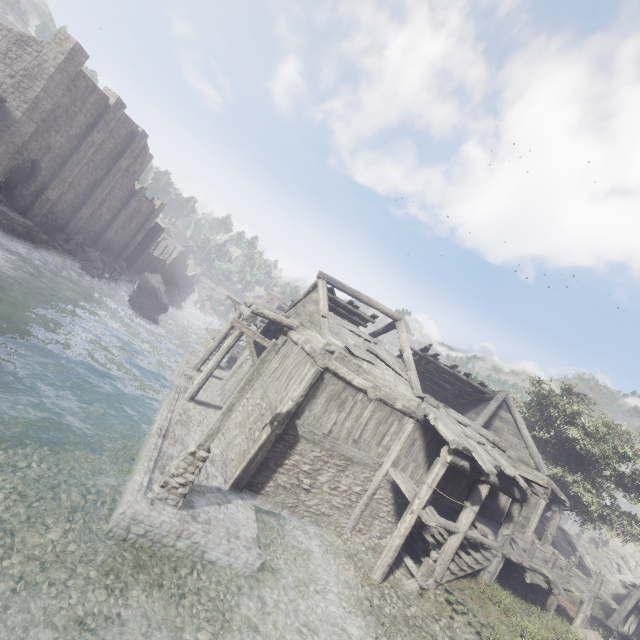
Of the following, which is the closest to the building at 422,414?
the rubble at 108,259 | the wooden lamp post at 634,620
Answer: the rubble at 108,259

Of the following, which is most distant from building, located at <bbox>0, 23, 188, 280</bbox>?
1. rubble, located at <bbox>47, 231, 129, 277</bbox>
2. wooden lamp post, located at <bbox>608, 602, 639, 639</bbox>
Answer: wooden lamp post, located at <bbox>608, 602, 639, 639</bbox>

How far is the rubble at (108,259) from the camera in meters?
29.2 m

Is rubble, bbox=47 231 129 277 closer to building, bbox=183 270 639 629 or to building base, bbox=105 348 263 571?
building, bbox=183 270 639 629

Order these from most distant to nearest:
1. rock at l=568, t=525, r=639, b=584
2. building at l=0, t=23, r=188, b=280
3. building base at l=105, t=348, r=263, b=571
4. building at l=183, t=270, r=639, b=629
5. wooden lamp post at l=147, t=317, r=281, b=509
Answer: rock at l=568, t=525, r=639, b=584 → building at l=0, t=23, r=188, b=280 → building at l=183, t=270, r=639, b=629 → wooden lamp post at l=147, t=317, r=281, b=509 → building base at l=105, t=348, r=263, b=571

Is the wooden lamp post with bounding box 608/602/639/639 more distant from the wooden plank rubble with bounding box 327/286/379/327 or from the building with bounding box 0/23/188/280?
the wooden plank rubble with bounding box 327/286/379/327

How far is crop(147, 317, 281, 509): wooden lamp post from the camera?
8.46m

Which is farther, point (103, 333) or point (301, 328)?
point (103, 333)
